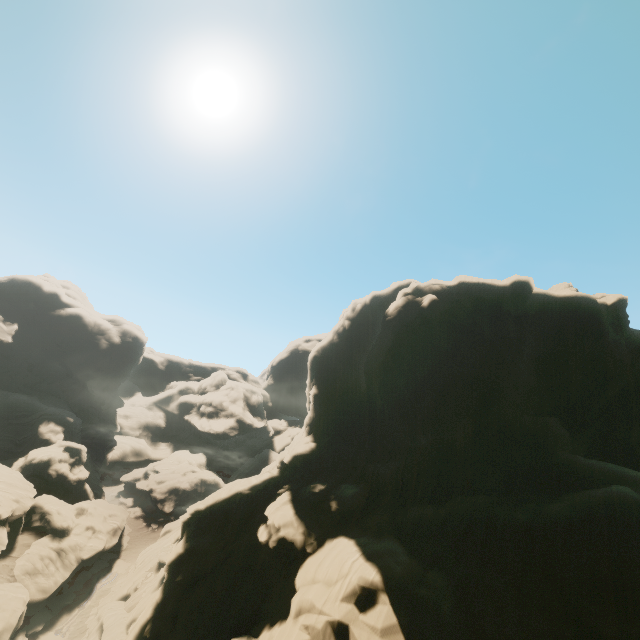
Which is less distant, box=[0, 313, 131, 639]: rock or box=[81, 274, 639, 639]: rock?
box=[81, 274, 639, 639]: rock

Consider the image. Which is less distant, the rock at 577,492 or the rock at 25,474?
the rock at 577,492

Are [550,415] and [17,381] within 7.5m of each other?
no
